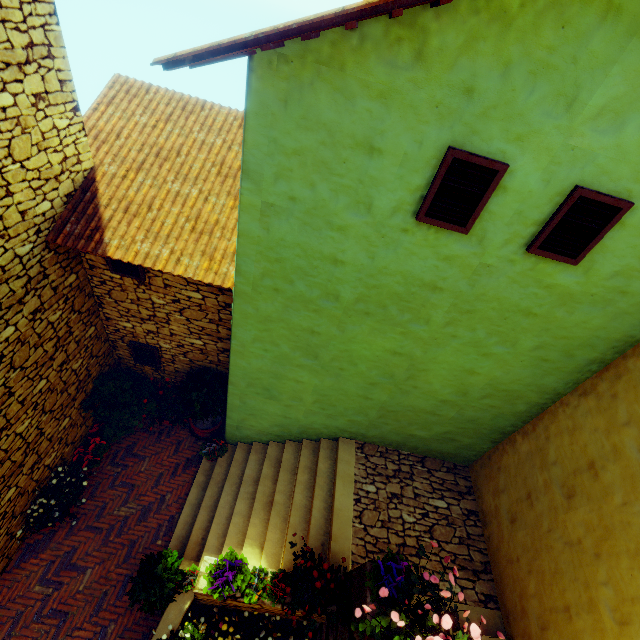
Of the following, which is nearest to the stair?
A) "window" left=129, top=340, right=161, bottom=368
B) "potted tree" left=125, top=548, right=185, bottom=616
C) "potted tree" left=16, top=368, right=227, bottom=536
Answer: "potted tree" left=125, top=548, right=185, bottom=616

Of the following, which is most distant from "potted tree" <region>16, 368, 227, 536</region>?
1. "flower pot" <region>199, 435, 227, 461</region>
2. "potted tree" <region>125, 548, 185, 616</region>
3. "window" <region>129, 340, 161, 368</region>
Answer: "potted tree" <region>125, 548, 185, 616</region>

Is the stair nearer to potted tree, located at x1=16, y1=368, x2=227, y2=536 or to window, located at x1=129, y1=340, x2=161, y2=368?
potted tree, located at x1=16, y1=368, x2=227, y2=536

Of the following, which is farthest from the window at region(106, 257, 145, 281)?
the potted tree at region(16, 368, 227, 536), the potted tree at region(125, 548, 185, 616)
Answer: the potted tree at region(125, 548, 185, 616)

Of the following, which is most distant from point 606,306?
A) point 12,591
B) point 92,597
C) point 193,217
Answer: point 12,591

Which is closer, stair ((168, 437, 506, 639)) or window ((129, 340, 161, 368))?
stair ((168, 437, 506, 639))

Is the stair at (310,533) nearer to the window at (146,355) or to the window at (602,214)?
the window at (146,355)

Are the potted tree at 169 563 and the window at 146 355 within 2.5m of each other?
no
